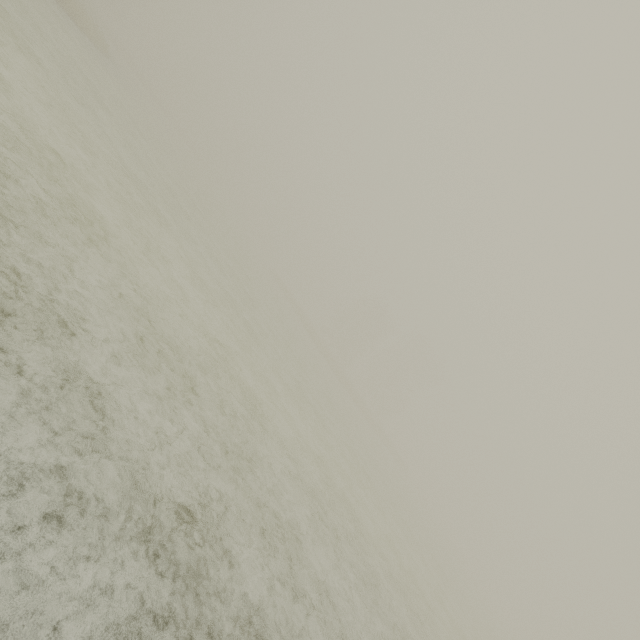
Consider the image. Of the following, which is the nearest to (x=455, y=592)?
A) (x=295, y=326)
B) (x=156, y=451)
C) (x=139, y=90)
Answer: (x=295, y=326)
